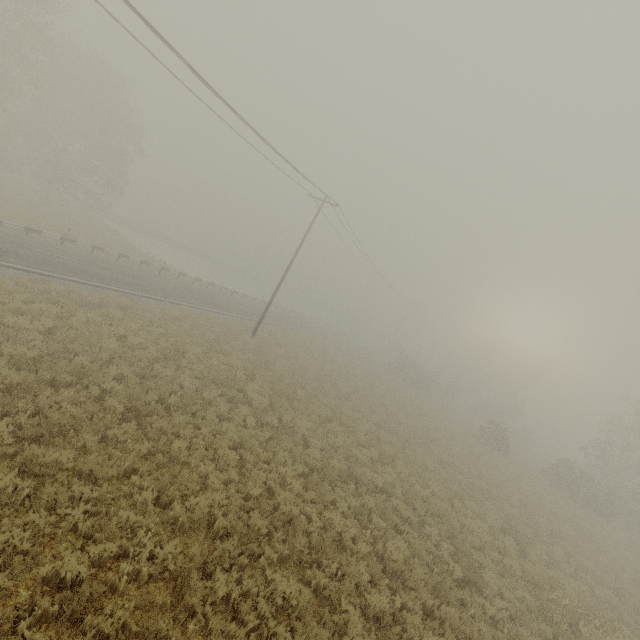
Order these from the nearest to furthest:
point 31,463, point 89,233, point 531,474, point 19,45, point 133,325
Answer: point 31,463 < point 133,325 < point 19,45 < point 531,474 < point 89,233
